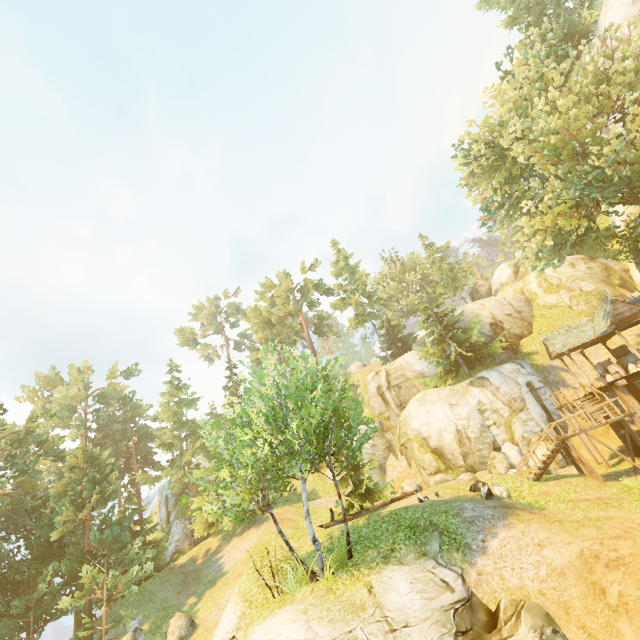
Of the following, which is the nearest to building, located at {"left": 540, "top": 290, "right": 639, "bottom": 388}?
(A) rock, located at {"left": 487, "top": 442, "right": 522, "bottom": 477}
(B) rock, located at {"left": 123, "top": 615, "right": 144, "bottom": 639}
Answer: (A) rock, located at {"left": 487, "top": 442, "right": 522, "bottom": 477}

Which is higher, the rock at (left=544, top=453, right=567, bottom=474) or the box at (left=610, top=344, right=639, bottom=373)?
the box at (left=610, top=344, right=639, bottom=373)

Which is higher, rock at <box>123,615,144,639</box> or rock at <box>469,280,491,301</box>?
rock at <box>469,280,491,301</box>

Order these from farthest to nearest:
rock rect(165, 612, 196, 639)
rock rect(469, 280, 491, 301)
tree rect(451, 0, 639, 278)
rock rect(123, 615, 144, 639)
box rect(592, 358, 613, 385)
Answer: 1. rock rect(469, 280, 491, 301)
2. box rect(592, 358, 613, 385)
3. rock rect(123, 615, 144, 639)
4. rock rect(165, 612, 196, 639)
5. tree rect(451, 0, 639, 278)

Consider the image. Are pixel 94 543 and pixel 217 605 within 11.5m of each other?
yes

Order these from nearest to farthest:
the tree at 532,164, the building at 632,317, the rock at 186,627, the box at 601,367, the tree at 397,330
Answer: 1. the tree at 397,330
2. the tree at 532,164
3. the rock at 186,627
4. the building at 632,317
5. the box at 601,367

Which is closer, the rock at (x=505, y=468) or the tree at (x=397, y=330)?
the tree at (x=397, y=330)

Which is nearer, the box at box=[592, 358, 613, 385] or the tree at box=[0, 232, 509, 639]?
the tree at box=[0, 232, 509, 639]
